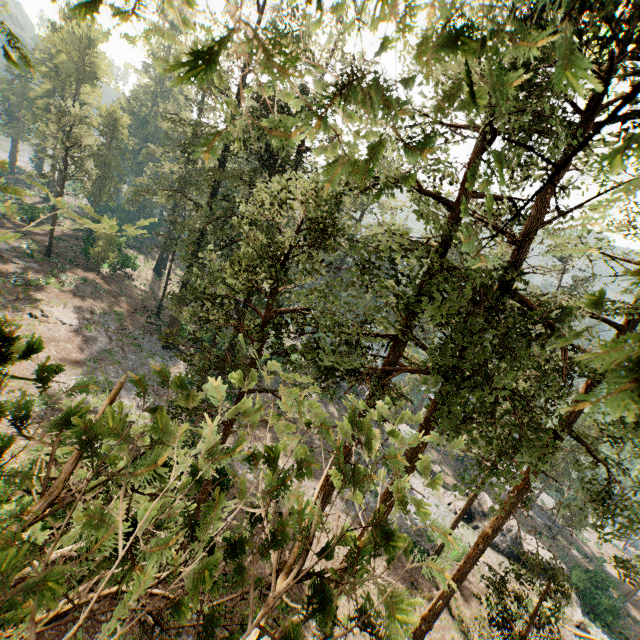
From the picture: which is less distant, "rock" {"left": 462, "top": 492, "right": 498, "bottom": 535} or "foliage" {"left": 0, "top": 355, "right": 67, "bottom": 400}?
"foliage" {"left": 0, "top": 355, "right": 67, "bottom": 400}

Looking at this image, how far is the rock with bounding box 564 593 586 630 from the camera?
25.2m

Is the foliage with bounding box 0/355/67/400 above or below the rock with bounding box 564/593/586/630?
above

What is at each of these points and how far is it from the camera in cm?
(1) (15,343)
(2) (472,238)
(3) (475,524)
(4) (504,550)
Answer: (1) foliage, 173
(2) foliage, 98
(3) rock, 3055
(4) rock, 2900

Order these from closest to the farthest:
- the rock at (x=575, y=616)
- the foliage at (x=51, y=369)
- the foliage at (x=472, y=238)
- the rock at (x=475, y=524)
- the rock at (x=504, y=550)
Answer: the foliage at (x=472, y=238), the foliage at (x=51, y=369), the rock at (x=575, y=616), the rock at (x=504, y=550), the rock at (x=475, y=524)

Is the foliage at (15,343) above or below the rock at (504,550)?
above

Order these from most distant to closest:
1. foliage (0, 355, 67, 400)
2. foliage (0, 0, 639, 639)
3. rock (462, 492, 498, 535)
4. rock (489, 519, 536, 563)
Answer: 1. rock (462, 492, 498, 535)
2. rock (489, 519, 536, 563)
3. foliage (0, 355, 67, 400)
4. foliage (0, 0, 639, 639)
